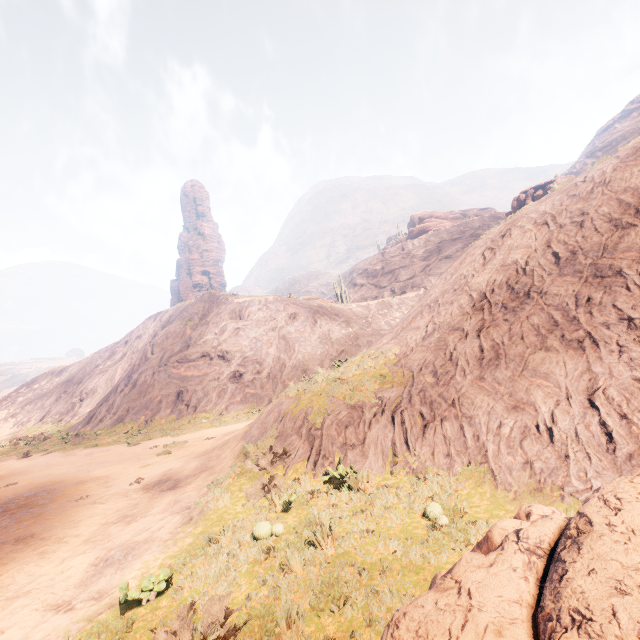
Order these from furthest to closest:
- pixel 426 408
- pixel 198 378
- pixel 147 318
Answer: pixel 147 318, pixel 198 378, pixel 426 408

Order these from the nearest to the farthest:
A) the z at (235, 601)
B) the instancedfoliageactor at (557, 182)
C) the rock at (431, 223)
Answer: the z at (235, 601) < the instancedfoliageactor at (557, 182) < the rock at (431, 223)

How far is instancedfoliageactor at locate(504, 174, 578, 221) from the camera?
13.5m

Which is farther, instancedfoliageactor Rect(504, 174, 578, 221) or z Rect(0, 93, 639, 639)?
instancedfoliageactor Rect(504, 174, 578, 221)

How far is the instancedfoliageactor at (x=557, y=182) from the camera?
13.50m

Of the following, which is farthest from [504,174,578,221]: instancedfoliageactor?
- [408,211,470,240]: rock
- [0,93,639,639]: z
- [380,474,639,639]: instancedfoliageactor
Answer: [380,474,639,639]: instancedfoliageactor

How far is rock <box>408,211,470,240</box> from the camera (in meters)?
55.89

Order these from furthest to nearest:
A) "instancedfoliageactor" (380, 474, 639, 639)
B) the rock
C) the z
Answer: the rock, the z, "instancedfoliageactor" (380, 474, 639, 639)
